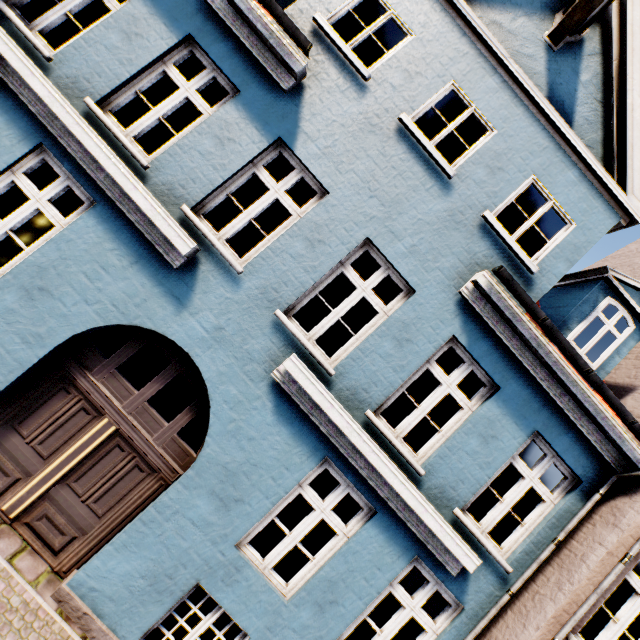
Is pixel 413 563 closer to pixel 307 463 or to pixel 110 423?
pixel 307 463
